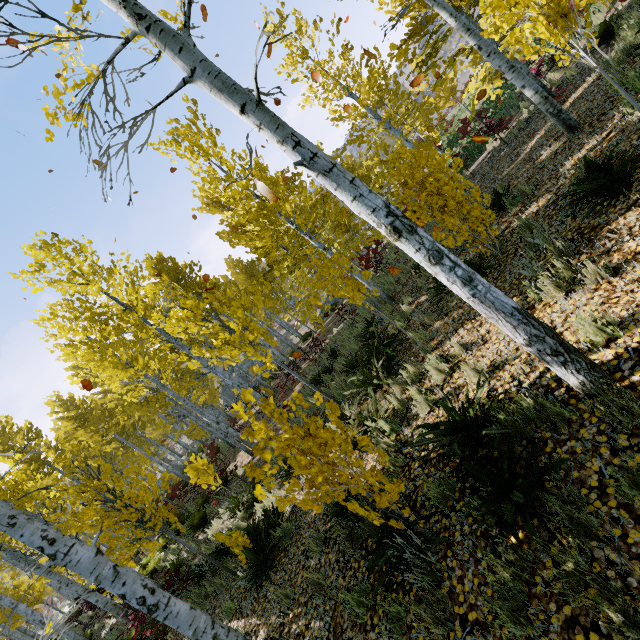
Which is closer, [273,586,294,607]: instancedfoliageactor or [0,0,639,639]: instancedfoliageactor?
[0,0,639,639]: instancedfoliageactor

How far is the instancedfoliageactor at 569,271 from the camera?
3.5 meters

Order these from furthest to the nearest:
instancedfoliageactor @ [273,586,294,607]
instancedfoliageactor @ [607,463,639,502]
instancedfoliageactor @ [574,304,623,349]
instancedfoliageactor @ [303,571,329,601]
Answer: instancedfoliageactor @ [273,586,294,607], instancedfoliageactor @ [303,571,329,601], instancedfoliageactor @ [574,304,623,349], instancedfoliageactor @ [607,463,639,502]

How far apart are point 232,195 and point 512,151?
8.9 meters

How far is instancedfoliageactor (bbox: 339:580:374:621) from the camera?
3.4 meters
